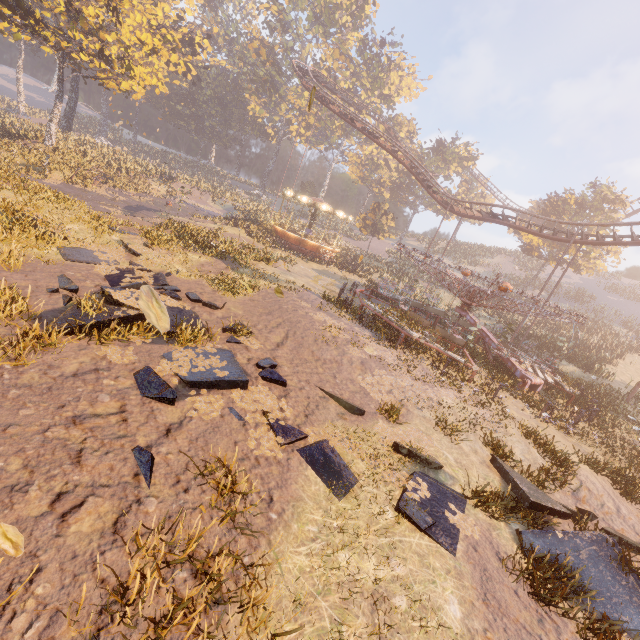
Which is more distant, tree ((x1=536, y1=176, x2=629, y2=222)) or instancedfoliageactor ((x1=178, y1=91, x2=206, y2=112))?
instancedfoliageactor ((x1=178, y1=91, x2=206, y2=112))

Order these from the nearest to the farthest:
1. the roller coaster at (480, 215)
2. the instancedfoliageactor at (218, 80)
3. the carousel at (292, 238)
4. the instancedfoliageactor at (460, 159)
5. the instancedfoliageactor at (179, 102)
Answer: the roller coaster at (480, 215) → the carousel at (292, 238) → the instancedfoliageactor at (218, 80) → the instancedfoliageactor at (460, 159) → the instancedfoliageactor at (179, 102)

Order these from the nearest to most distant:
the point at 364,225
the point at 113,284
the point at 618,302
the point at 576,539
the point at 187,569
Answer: the point at 187,569 < the point at 576,539 < the point at 113,284 < the point at 364,225 < the point at 618,302

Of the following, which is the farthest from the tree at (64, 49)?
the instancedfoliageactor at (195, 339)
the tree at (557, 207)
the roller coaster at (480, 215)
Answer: the tree at (557, 207)

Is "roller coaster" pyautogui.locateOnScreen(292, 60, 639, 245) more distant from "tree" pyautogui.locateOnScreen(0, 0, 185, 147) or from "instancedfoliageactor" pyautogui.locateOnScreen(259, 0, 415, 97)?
"tree" pyautogui.locateOnScreen(0, 0, 185, 147)

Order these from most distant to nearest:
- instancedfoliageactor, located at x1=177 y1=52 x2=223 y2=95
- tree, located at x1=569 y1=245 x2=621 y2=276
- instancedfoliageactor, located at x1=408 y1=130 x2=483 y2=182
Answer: instancedfoliageactor, located at x1=408 y1=130 x2=483 y2=182
instancedfoliageactor, located at x1=177 y1=52 x2=223 y2=95
tree, located at x1=569 y1=245 x2=621 y2=276

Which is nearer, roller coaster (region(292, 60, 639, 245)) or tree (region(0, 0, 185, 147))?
tree (region(0, 0, 185, 147))

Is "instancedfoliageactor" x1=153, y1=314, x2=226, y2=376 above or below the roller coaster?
below
